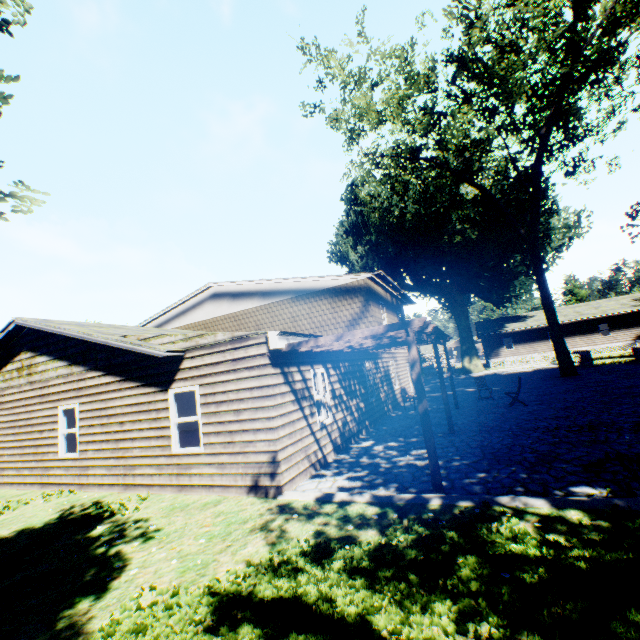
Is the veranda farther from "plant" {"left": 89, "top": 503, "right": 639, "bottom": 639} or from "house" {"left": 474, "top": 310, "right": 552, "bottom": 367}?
"house" {"left": 474, "top": 310, "right": 552, "bottom": 367}

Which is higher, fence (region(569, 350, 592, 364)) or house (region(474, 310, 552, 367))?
house (region(474, 310, 552, 367))

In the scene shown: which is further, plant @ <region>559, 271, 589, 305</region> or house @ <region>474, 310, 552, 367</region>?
plant @ <region>559, 271, 589, 305</region>

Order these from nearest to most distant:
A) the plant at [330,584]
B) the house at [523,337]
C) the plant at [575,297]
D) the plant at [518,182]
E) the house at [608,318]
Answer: the plant at [330,584] < the plant at [518,182] < the house at [608,318] < the house at [523,337] < the plant at [575,297]

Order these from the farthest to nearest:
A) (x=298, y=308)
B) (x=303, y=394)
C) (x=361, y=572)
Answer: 1. (x=298, y=308)
2. (x=303, y=394)
3. (x=361, y=572)

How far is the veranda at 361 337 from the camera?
5.9m

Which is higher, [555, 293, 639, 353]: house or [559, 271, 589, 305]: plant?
[559, 271, 589, 305]: plant
